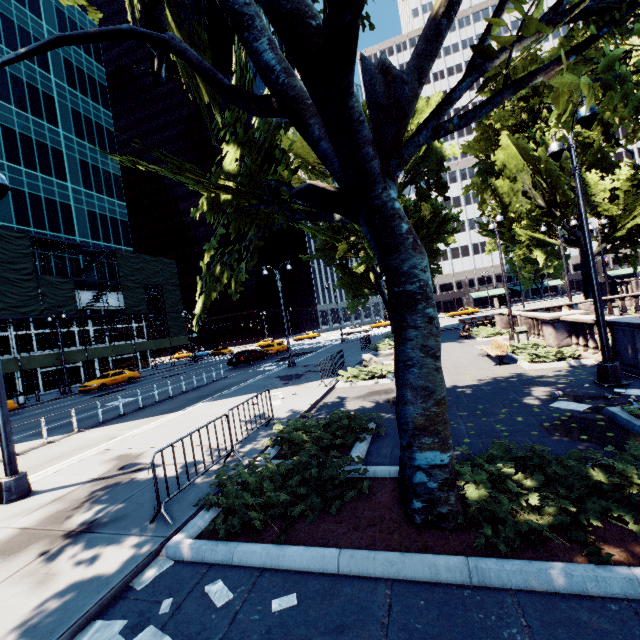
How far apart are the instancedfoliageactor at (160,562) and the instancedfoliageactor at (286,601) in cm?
179

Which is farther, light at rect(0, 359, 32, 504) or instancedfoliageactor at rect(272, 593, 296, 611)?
light at rect(0, 359, 32, 504)

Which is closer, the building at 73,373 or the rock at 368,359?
the rock at 368,359

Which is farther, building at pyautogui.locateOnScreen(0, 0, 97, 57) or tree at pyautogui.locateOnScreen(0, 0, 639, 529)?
building at pyautogui.locateOnScreen(0, 0, 97, 57)

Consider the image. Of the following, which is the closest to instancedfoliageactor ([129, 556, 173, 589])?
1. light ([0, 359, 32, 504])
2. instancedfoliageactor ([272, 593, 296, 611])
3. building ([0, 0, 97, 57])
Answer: instancedfoliageactor ([272, 593, 296, 611])

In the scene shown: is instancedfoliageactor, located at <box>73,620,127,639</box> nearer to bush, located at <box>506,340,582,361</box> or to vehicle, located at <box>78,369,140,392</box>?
bush, located at <box>506,340,582,361</box>

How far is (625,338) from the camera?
9.31m

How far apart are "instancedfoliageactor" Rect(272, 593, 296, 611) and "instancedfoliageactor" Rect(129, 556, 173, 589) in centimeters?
179cm
